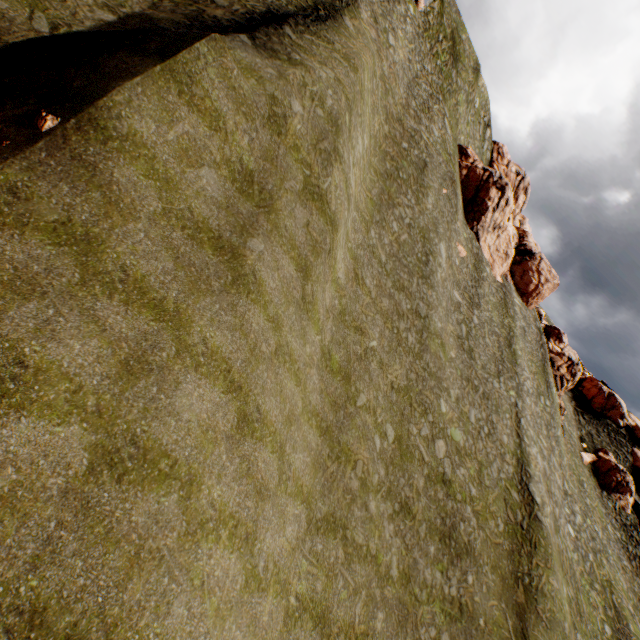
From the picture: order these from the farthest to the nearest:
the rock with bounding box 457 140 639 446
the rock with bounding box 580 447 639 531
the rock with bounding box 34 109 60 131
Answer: the rock with bounding box 580 447 639 531 < the rock with bounding box 457 140 639 446 < the rock with bounding box 34 109 60 131

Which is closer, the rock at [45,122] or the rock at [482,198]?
the rock at [45,122]

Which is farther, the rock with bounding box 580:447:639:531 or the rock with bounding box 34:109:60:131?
the rock with bounding box 580:447:639:531

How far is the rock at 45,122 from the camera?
8.8m

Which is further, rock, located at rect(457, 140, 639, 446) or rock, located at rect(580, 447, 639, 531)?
rock, located at rect(580, 447, 639, 531)

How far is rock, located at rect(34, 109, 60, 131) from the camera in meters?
8.8 m

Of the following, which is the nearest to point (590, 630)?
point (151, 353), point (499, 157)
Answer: point (151, 353)
